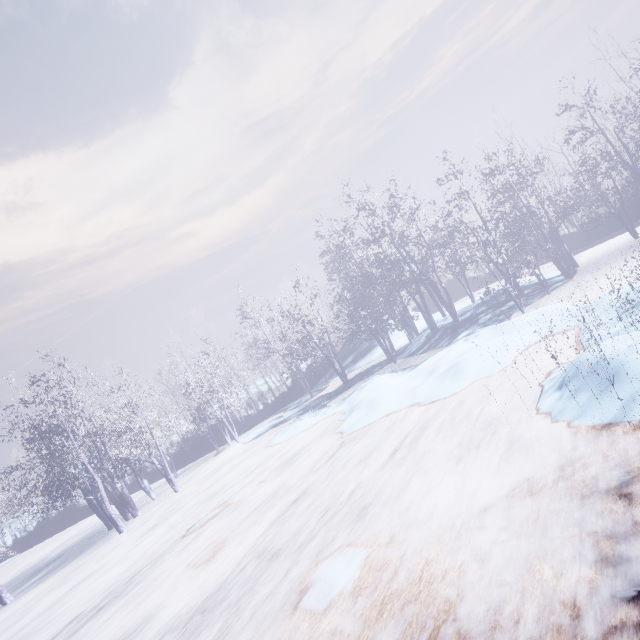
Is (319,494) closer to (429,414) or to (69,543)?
(429,414)
